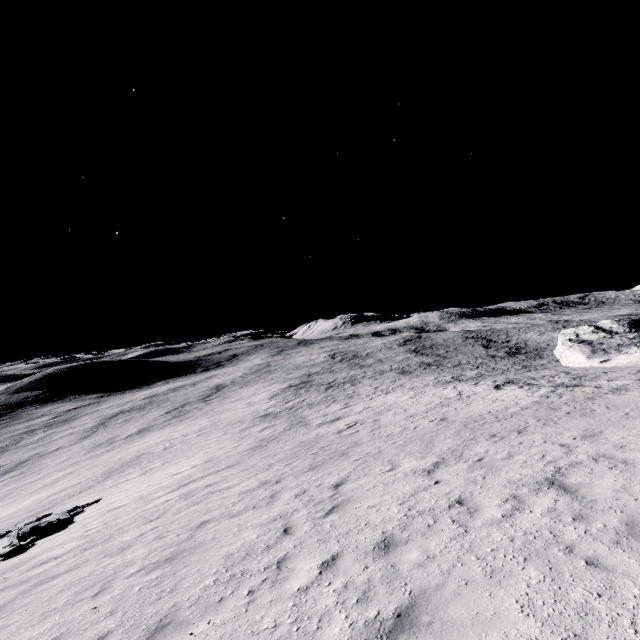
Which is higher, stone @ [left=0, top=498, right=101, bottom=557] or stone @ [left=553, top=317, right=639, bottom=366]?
stone @ [left=553, top=317, right=639, bottom=366]

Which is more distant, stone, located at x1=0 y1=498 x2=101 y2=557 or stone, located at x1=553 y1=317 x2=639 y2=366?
stone, located at x1=553 y1=317 x2=639 y2=366

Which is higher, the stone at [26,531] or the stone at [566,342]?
the stone at [566,342]

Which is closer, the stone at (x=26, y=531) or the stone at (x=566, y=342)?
the stone at (x=26, y=531)

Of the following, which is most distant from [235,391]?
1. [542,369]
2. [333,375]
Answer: [542,369]
